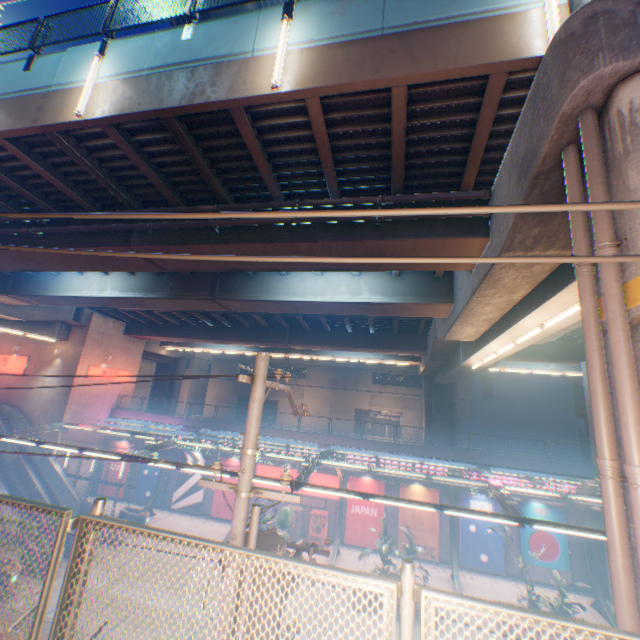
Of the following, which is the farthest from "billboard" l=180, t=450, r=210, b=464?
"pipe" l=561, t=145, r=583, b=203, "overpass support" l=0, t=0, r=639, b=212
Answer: "pipe" l=561, t=145, r=583, b=203

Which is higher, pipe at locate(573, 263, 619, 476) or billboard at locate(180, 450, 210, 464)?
pipe at locate(573, 263, 619, 476)

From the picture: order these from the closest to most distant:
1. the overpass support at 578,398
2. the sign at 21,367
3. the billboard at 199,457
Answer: the billboard at 199,457
the sign at 21,367
the overpass support at 578,398

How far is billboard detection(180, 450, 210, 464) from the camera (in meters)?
25.91

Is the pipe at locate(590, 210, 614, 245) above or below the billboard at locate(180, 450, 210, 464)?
above

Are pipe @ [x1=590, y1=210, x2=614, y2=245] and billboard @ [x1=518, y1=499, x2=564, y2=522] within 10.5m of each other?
no

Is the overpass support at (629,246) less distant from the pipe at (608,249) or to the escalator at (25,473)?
the pipe at (608,249)

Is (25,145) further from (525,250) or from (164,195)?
(525,250)
